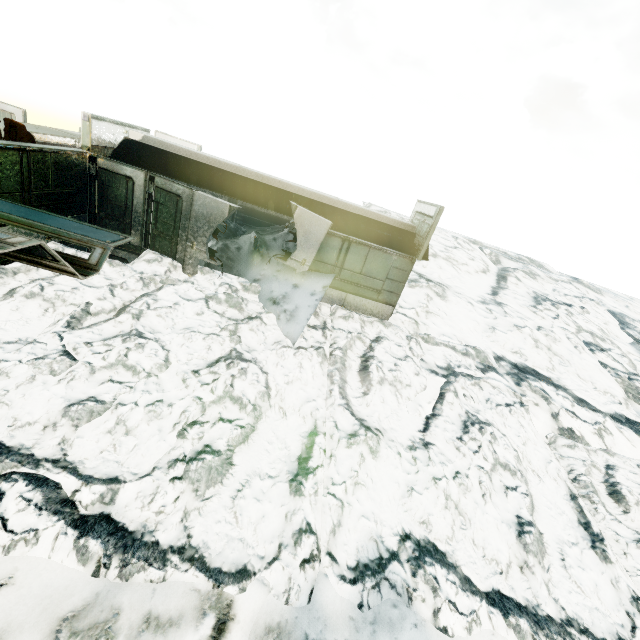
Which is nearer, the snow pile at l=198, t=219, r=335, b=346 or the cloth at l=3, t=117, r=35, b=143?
the cloth at l=3, t=117, r=35, b=143

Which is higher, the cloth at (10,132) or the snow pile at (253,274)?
the cloth at (10,132)

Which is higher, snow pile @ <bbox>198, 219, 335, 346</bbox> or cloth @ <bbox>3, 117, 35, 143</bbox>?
cloth @ <bbox>3, 117, 35, 143</bbox>

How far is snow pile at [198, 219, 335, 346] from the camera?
9.77m

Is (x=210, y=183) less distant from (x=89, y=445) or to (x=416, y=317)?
(x=89, y=445)

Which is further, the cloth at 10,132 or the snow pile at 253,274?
the snow pile at 253,274
